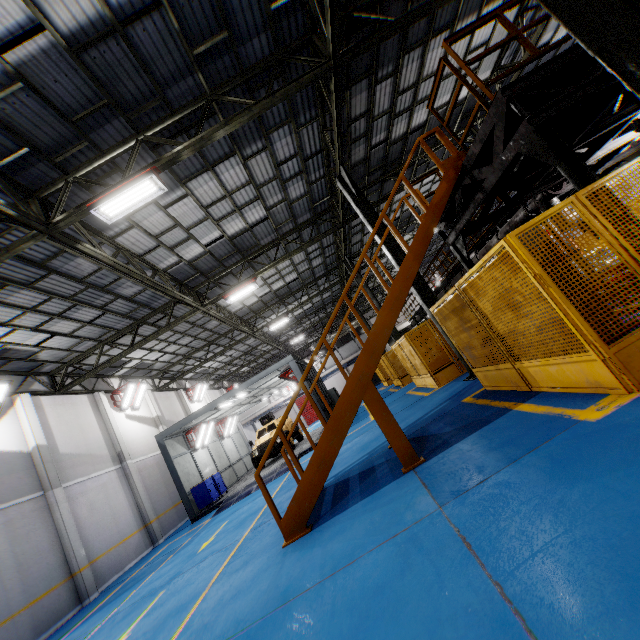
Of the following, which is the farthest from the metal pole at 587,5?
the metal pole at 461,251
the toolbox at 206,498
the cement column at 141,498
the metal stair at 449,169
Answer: the cement column at 141,498

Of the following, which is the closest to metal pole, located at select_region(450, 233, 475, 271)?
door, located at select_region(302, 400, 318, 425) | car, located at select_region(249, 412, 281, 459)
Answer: car, located at select_region(249, 412, 281, 459)

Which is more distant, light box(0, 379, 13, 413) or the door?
the door

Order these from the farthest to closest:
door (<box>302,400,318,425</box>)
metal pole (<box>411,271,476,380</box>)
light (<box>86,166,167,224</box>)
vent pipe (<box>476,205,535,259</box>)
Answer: door (<box>302,400,318,425</box>), vent pipe (<box>476,205,535,259</box>), metal pole (<box>411,271,476,380</box>), light (<box>86,166,167,224</box>)

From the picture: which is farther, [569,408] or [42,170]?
[42,170]

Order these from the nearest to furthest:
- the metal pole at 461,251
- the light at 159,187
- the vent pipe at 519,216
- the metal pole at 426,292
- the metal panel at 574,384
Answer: the metal panel at 574,384, the light at 159,187, the metal pole at 461,251, the metal pole at 426,292, the vent pipe at 519,216

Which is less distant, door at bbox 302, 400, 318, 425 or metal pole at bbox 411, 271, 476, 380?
metal pole at bbox 411, 271, 476, 380

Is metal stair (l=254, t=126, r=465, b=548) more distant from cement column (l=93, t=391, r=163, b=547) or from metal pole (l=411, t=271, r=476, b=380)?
cement column (l=93, t=391, r=163, b=547)
